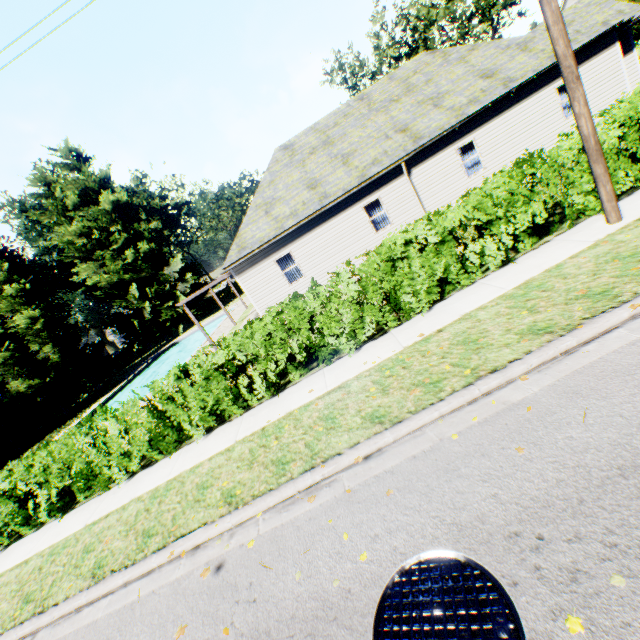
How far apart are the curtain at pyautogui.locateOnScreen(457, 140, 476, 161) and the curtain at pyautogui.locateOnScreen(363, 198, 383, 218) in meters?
4.0 m

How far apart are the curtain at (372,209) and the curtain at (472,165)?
4.03m

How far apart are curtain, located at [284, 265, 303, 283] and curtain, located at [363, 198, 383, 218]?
4.0m

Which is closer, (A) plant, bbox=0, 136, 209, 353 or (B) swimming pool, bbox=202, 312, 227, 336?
(B) swimming pool, bbox=202, 312, 227, 336

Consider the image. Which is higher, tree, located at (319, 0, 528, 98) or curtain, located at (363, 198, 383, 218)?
tree, located at (319, 0, 528, 98)

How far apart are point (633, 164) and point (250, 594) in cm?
1049

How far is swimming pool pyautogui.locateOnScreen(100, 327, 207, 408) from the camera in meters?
26.2 m
